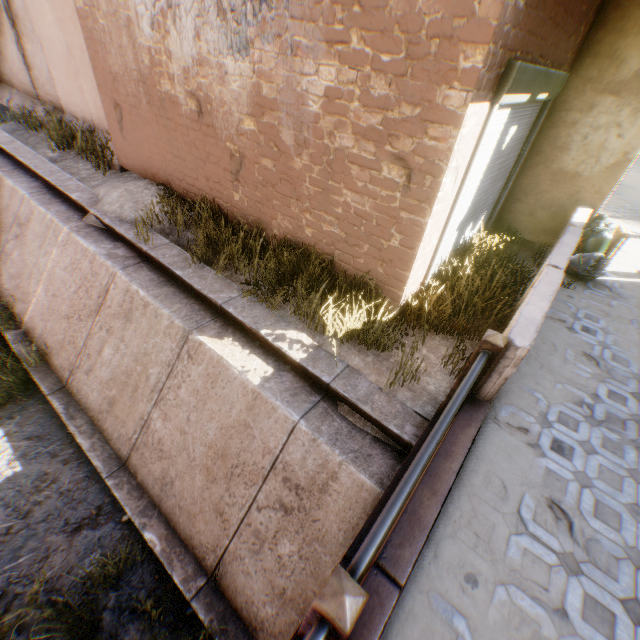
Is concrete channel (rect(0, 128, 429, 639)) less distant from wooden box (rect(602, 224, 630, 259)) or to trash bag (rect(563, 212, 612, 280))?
trash bag (rect(563, 212, 612, 280))

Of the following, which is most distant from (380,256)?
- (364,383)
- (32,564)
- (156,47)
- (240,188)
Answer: (32,564)

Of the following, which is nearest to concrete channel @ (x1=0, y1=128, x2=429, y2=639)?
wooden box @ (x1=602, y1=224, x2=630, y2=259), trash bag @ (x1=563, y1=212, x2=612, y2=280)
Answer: trash bag @ (x1=563, y1=212, x2=612, y2=280)

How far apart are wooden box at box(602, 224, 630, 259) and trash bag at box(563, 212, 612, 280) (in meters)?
0.08

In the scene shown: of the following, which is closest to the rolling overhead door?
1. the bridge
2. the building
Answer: the building

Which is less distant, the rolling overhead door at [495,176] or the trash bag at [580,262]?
the rolling overhead door at [495,176]

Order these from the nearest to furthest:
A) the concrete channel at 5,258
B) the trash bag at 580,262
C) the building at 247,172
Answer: the building at 247,172 → the concrete channel at 5,258 → the trash bag at 580,262

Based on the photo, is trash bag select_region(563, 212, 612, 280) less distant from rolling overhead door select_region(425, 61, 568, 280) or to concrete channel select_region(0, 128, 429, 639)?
rolling overhead door select_region(425, 61, 568, 280)
